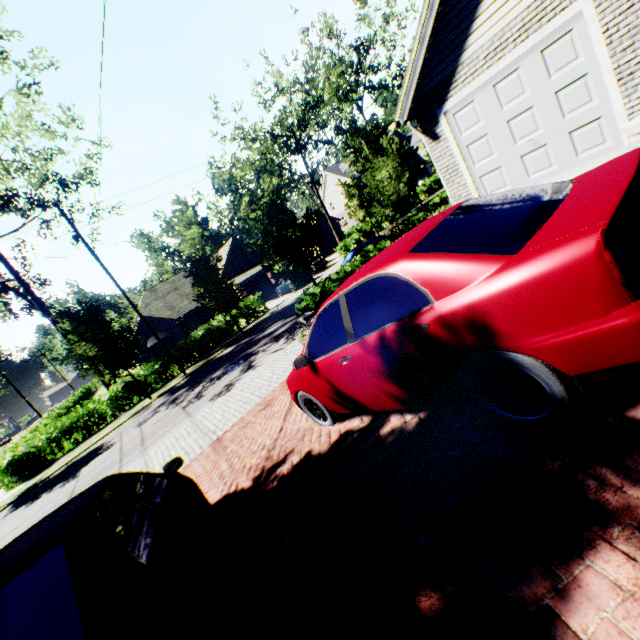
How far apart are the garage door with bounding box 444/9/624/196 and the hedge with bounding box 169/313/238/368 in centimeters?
1988cm

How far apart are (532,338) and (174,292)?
37.9m

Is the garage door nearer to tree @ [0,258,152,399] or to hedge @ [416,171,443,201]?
tree @ [0,258,152,399]

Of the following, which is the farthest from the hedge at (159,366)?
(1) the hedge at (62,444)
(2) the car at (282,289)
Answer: (1) the hedge at (62,444)

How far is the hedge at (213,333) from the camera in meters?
23.1 m

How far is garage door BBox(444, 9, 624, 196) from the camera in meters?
6.7

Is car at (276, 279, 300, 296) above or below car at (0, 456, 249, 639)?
below

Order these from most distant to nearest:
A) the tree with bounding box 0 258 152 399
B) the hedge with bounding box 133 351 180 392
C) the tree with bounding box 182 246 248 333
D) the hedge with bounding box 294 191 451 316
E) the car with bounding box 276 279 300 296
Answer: the car with bounding box 276 279 300 296, the hedge with bounding box 133 351 180 392, the tree with bounding box 182 246 248 333, the tree with bounding box 0 258 152 399, the hedge with bounding box 294 191 451 316
